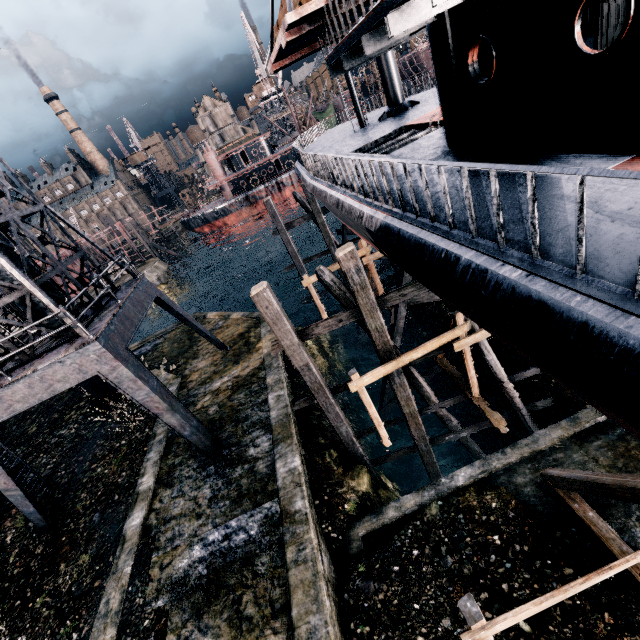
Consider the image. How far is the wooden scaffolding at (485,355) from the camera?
11.3m

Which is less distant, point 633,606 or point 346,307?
point 633,606

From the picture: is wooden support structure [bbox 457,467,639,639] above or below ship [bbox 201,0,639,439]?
below

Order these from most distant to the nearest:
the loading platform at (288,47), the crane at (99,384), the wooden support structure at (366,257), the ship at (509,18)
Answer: the wooden support structure at (366,257), the crane at (99,384), the loading platform at (288,47), the ship at (509,18)

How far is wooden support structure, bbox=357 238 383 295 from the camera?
18.0 meters

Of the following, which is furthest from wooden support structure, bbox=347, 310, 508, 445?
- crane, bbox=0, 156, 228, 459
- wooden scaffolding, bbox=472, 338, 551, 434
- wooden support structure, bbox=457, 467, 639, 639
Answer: crane, bbox=0, 156, 228, 459

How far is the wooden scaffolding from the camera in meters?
11.3 m

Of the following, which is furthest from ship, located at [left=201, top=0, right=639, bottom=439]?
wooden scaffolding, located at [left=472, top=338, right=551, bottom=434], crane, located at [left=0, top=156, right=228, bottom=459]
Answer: crane, located at [left=0, top=156, right=228, bottom=459]
